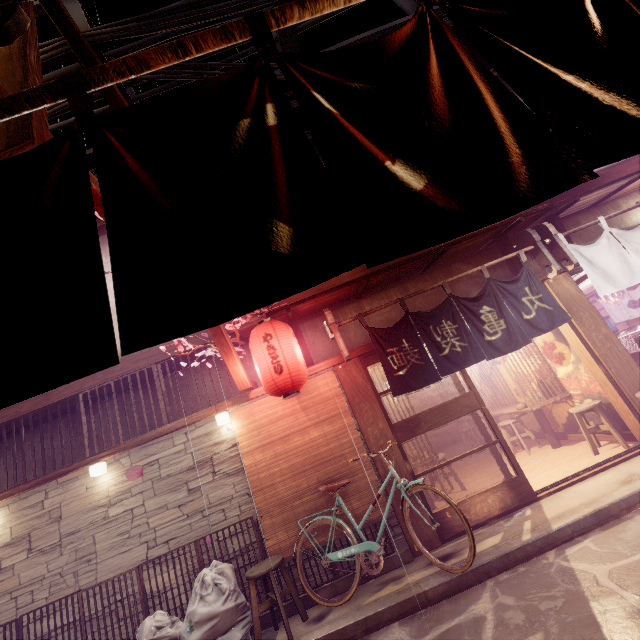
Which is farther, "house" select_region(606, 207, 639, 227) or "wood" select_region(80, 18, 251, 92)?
"house" select_region(606, 207, 639, 227)

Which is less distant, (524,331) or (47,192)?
(47,192)

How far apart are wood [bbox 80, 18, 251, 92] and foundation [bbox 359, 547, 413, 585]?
9.8 meters

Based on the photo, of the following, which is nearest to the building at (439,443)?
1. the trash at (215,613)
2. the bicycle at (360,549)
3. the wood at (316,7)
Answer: the bicycle at (360,549)

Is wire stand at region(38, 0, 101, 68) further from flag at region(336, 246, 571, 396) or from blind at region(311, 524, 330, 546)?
flag at region(336, 246, 571, 396)

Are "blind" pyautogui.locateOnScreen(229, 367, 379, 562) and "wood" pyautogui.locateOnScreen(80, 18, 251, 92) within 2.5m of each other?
no

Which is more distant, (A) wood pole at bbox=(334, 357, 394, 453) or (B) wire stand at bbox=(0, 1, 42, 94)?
(A) wood pole at bbox=(334, 357, 394, 453)

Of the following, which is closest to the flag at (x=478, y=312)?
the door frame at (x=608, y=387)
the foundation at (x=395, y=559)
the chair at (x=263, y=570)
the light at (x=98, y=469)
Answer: the door frame at (x=608, y=387)
